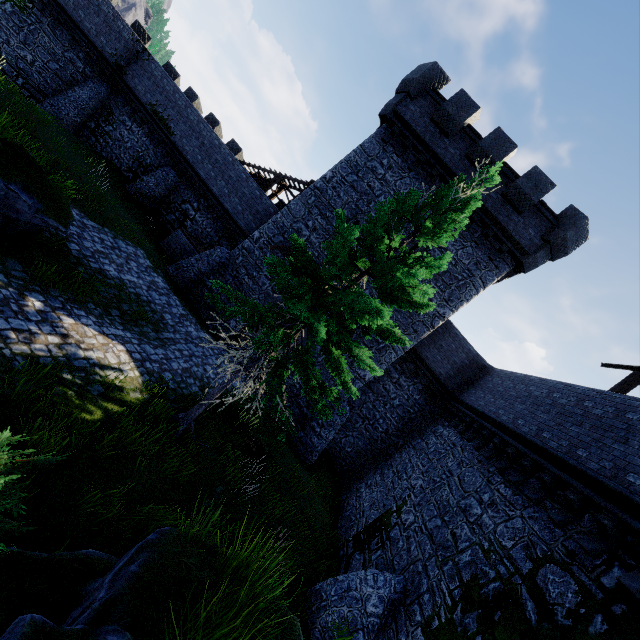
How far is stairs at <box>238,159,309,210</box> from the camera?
21.2 meters

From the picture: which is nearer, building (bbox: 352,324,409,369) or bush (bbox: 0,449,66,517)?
bush (bbox: 0,449,66,517)

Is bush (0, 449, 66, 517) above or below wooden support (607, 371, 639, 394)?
below

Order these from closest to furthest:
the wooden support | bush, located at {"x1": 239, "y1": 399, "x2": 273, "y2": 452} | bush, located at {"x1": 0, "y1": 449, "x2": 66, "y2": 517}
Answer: bush, located at {"x1": 0, "y1": 449, "x2": 66, "y2": 517} → the wooden support → bush, located at {"x1": 239, "y1": 399, "x2": 273, "y2": 452}

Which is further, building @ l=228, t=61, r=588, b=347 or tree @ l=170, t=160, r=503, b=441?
building @ l=228, t=61, r=588, b=347

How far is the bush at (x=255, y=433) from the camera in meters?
11.5 m

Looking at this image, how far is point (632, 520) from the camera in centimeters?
586cm

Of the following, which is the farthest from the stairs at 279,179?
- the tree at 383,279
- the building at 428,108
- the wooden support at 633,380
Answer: the wooden support at 633,380
